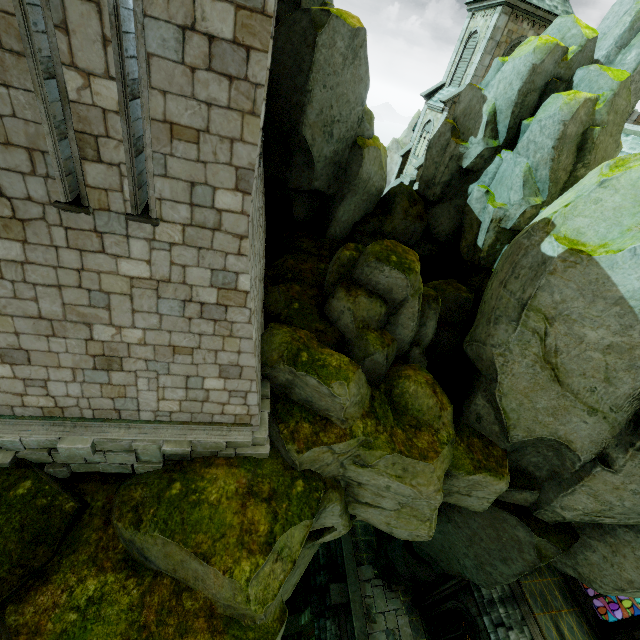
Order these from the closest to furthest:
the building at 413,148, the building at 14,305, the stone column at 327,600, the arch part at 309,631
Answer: the building at 14,305 → the stone column at 327,600 → the arch part at 309,631 → the building at 413,148

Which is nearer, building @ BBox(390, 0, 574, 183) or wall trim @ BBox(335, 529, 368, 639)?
wall trim @ BBox(335, 529, 368, 639)

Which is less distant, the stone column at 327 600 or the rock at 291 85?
the rock at 291 85

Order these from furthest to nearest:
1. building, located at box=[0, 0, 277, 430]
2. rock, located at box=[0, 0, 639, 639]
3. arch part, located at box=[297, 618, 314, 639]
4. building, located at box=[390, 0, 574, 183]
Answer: building, located at box=[390, 0, 574, 183], arch part, located at box=[297, 618, 314, 639], rock, located at box=[0, 0, 639, 639], building, located at box=[0, 0, 277, 430]

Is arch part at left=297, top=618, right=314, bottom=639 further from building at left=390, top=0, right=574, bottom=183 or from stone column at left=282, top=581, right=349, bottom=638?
building at left=390, top=0, right=574, bottom=183

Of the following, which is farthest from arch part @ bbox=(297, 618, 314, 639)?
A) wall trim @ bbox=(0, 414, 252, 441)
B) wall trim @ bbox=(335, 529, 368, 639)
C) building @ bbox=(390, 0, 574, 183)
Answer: building @ bbox=(390, 0, 574, 183)

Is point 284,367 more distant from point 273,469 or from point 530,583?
point 530,583

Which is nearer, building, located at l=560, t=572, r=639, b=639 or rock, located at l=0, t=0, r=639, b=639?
rock, located at l=0, t=0, r=639, b=639
